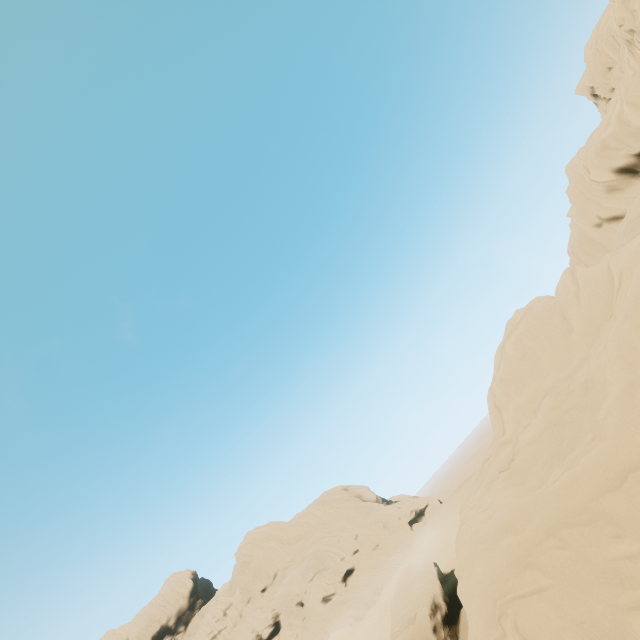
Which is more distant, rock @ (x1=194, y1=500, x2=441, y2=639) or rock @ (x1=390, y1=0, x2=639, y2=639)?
rock @ (x1=194, y1=500, x2=441, y2=639)

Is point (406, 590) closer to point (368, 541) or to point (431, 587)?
point (431, 587)

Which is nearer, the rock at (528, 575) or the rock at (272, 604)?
the rock at (528, 575)
